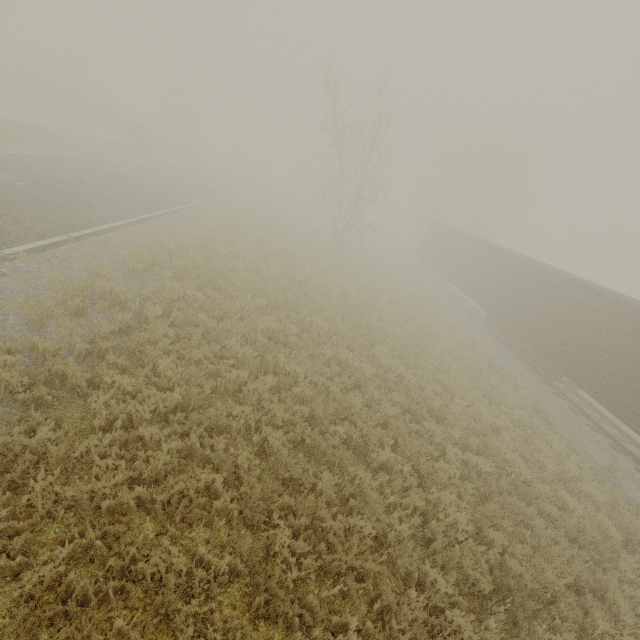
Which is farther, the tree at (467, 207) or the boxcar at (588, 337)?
the tree at (467, 207)

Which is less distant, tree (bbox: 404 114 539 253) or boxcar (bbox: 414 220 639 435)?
boxcar (bbox: 414 220 639 435)

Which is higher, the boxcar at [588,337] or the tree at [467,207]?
the tree at [467,207]

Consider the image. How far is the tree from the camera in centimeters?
3844cm

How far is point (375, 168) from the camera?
50.19m

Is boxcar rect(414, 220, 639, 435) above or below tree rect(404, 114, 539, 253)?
below
